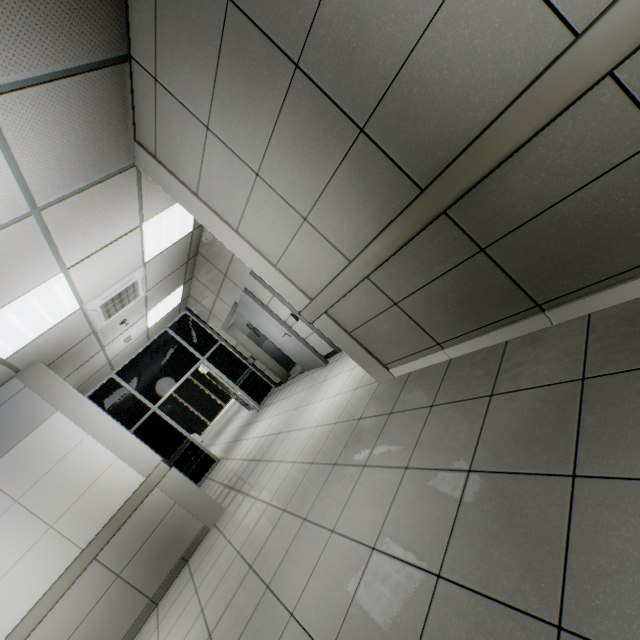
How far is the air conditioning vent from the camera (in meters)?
4.42

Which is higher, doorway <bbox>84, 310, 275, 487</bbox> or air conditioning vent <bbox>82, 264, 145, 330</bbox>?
air conditioning vent <bbox>82, 264, 145, 330</bbox>

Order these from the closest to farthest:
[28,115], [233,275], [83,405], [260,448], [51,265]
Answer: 1. [28,115]
2. [51,265]
3. [83,405]
4. [260,448]
5. [233,275]

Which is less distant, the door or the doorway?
the door

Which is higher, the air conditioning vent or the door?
the air conditioning vent

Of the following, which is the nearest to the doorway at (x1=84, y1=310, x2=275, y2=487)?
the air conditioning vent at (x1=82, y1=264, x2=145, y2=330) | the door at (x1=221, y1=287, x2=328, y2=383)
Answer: the door at (x1=221, y1=287, x2=328, y2=383)

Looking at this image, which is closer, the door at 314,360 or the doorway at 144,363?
the door at 314,360

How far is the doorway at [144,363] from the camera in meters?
7.3 m
